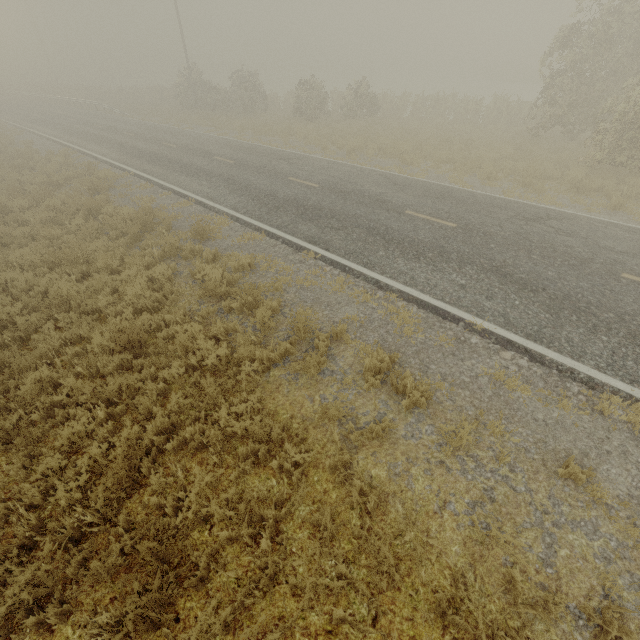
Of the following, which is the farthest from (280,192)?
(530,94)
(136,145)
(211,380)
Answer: (530,94)
